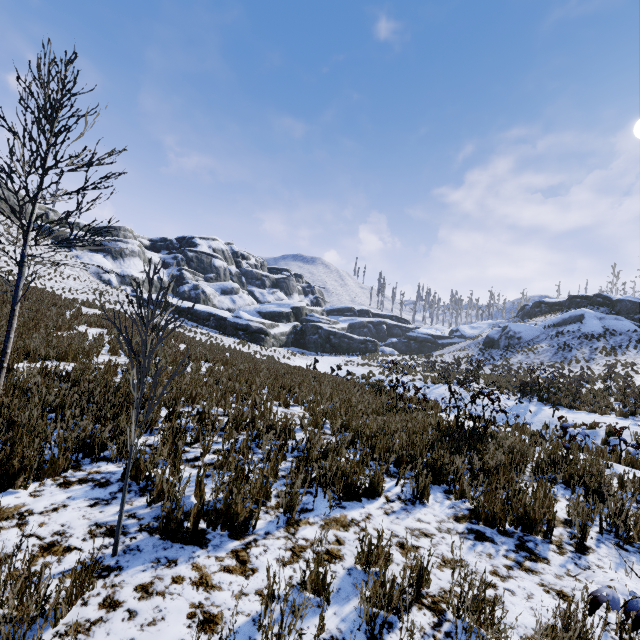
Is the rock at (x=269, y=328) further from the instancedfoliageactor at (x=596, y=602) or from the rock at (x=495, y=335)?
the instancedfoliageactor at (x=596, y=602)

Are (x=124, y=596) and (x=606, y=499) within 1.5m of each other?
no

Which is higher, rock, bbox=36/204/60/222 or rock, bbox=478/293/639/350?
rock, bbox=36/204/60/222

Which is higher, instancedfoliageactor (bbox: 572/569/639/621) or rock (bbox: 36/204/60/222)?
rock (bbox: 36/204/60/222)

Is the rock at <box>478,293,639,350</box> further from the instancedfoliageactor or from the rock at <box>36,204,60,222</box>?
the instancedfoliageactor

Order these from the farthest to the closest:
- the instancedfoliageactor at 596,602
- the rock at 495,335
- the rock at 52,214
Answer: Result: the rock at 52,214, the rock at 495,335, the instancedfoliageactor at 596,602

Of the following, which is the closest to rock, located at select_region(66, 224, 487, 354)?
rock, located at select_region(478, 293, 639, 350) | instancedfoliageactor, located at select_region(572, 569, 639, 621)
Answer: rock, located at select_region(478, 293, 639, 350)
